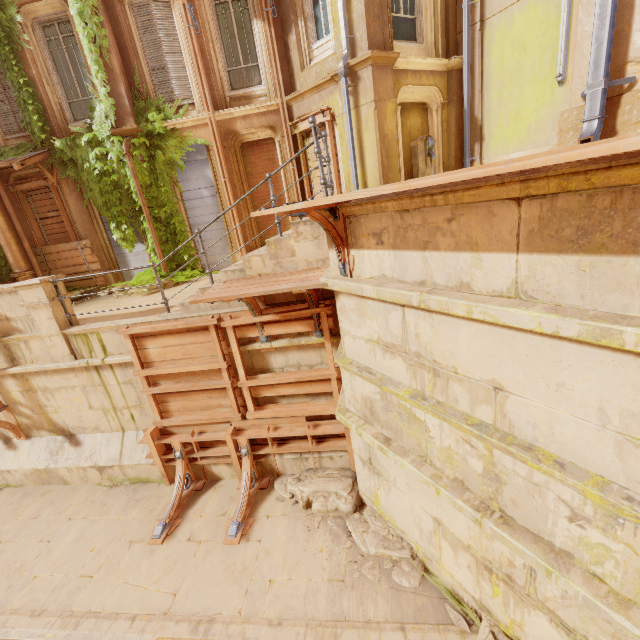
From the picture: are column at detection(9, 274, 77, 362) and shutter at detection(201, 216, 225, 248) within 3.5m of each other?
no

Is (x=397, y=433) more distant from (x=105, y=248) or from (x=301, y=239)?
(x=105, y=248)

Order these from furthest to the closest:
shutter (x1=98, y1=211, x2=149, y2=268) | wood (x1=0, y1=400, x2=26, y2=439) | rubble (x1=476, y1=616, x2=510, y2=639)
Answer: shutter (x1=98, y1=211, x2=149, y2=268) → wood (x1=0, y1=400, x2=26, y2=439) → rubble (x1=476, y1=616, x2=510, y2=639)

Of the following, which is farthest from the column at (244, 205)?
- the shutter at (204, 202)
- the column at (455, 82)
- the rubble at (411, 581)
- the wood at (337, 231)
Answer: the rubble at (411, 581)

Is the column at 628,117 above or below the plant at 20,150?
below

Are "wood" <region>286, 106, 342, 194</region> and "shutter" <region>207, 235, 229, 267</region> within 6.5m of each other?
yes

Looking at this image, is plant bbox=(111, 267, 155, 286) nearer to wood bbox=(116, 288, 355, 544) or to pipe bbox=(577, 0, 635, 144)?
wood bbox=(116, 288, 355, 544)

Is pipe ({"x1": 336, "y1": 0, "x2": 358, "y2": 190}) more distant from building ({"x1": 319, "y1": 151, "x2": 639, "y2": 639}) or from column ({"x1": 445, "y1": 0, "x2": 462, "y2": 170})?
building ({"x1": 319, "y1": 151, "x2": 639, "y2": 639})
